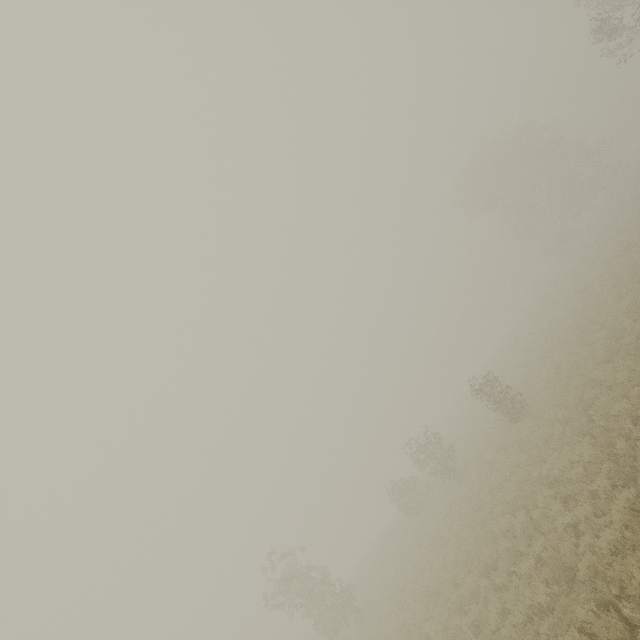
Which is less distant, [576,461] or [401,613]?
[576,461]
